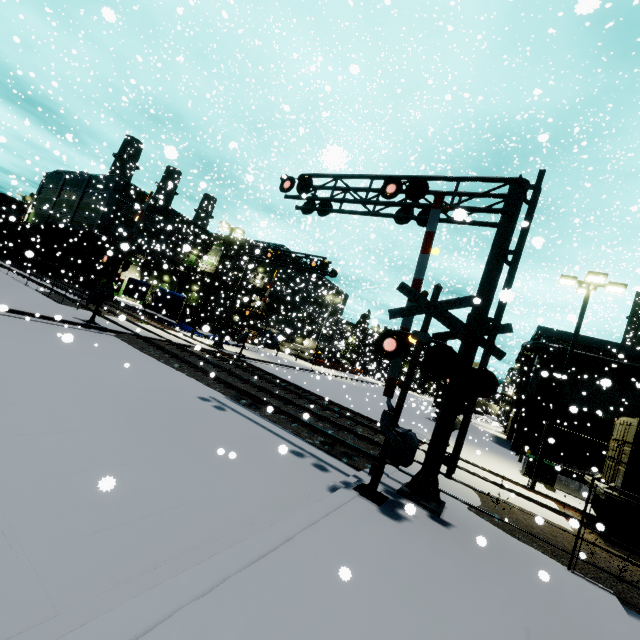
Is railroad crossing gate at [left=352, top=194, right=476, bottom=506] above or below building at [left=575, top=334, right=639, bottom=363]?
below

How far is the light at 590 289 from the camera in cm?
1414

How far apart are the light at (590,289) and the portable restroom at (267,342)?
30.64m

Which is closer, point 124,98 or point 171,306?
point 124,98

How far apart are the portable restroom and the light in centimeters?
3064cm

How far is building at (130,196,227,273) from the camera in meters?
38.1

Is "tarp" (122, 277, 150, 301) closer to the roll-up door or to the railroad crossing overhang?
the railroad crossing overhang
